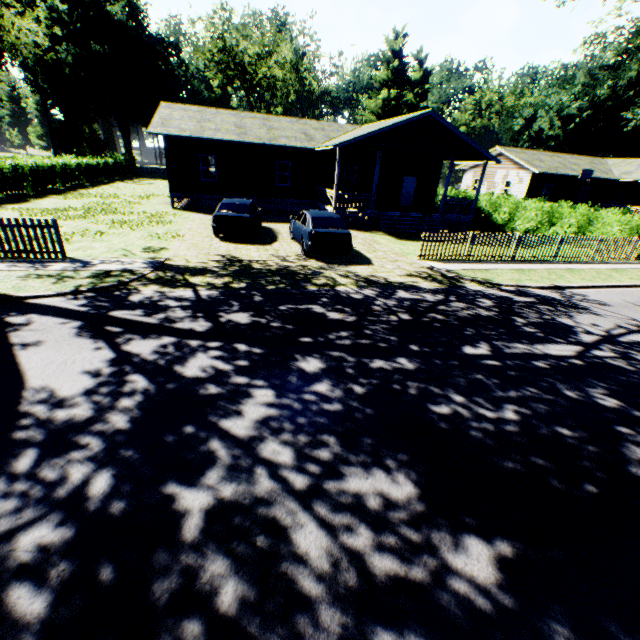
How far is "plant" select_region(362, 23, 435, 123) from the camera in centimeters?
5247cm

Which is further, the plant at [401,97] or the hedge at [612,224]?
the plant at [401,97]

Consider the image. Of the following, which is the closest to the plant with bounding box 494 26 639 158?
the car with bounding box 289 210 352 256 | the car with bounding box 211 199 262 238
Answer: the car with bounding box 289 210 352 256

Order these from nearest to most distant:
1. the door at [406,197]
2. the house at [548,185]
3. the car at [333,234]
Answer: the car at [333,234] → the house at [548,185] → the door at [406,197]

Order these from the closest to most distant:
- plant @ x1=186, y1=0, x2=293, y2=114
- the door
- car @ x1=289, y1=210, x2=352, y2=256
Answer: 1. car @ x1=289, y1=210, x2=352, y2=256
2. the door
3. plant @ x1=186, y1=0, x2=293, y2=114

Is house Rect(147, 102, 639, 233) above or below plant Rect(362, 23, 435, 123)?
below

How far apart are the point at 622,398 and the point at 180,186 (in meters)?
23.97
